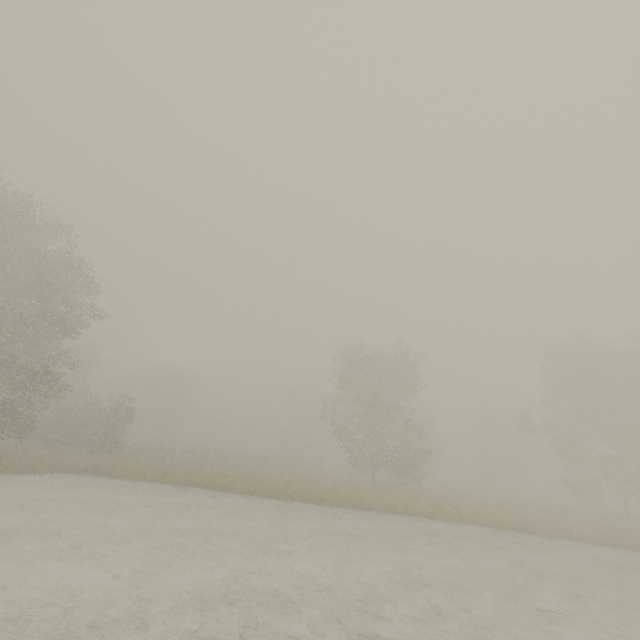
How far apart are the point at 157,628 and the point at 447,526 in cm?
1578
